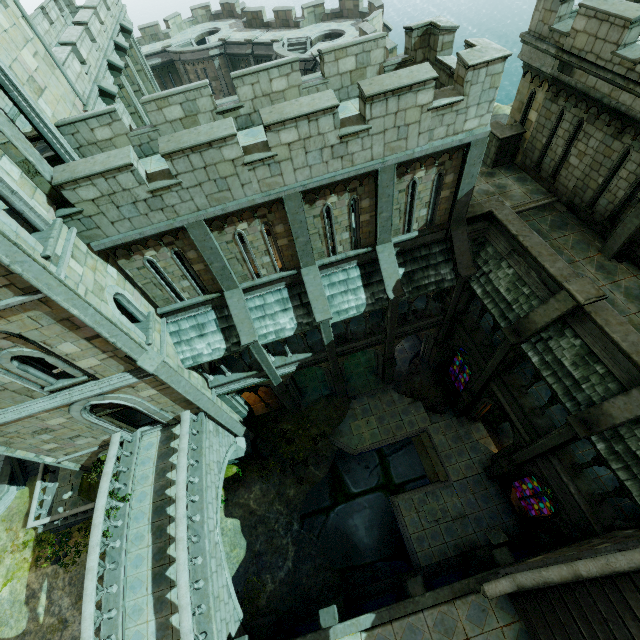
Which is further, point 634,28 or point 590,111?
point 590,111

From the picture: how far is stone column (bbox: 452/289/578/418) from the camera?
10.88m

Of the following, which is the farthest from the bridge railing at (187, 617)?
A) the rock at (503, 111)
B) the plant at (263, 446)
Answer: the rock at (503, 111)

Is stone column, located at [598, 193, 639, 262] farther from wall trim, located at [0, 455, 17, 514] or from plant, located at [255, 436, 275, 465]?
wall trim, located at [0, 455, 17, 514]

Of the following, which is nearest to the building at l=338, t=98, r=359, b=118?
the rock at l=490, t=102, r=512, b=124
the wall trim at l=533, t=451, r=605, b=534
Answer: the wall trim at l=533, t=451, r=605, b=534

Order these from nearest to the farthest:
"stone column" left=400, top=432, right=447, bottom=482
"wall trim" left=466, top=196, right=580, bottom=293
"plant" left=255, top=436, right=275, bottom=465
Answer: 1. "wall trim" left=466, top=196, right=580, bottom=293
2. "stone column" left=400, top=432, right=447, bottom=482
3. "plant" left=255, top=436, right=275, bottom=465

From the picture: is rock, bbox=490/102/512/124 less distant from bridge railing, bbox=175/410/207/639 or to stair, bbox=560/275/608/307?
stair, bbox=560/275/608/307

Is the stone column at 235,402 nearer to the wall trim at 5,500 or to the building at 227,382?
the building at 227,382
